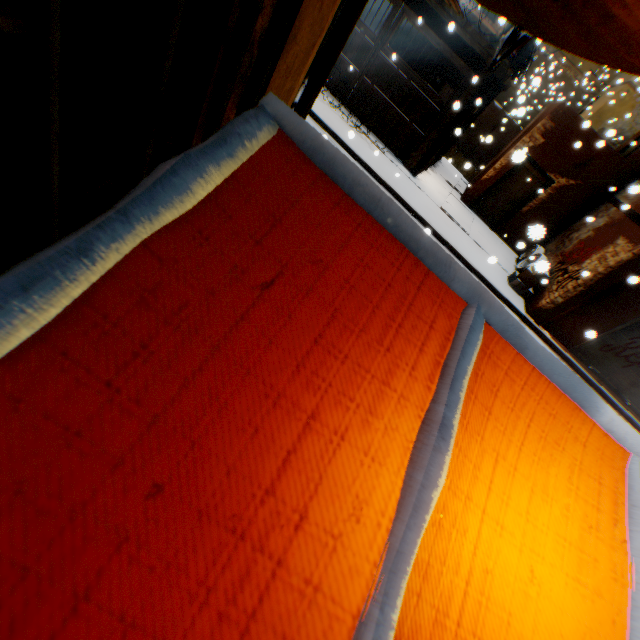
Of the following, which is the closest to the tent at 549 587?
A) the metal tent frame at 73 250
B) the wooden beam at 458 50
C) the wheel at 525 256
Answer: the metal tent frame at 73 250

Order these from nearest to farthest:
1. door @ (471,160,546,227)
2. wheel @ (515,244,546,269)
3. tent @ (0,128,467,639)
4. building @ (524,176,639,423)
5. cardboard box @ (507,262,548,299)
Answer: tent @ (0,128,467,639)
cardboard box @ (507,262,548,299)
building @ (524,176,639,423)
wheel @ (515,244,546,269)
door @ (471,160,546,227)

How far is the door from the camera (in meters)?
11.85

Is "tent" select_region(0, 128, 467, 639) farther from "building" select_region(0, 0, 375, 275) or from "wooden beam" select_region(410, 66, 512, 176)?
"wooden beam" select_region(410, 66, 512, 176)

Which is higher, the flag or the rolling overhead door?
the flag

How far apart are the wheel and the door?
0.39m

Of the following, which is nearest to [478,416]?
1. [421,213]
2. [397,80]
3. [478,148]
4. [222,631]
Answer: [222,631]

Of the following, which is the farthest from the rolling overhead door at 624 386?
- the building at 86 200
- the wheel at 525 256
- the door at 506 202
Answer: the wheel at 525 256
